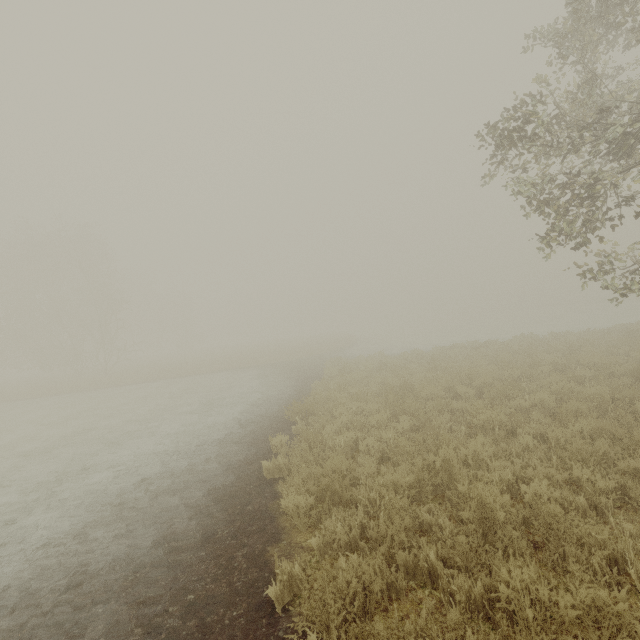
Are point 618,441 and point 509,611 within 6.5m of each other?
yes
